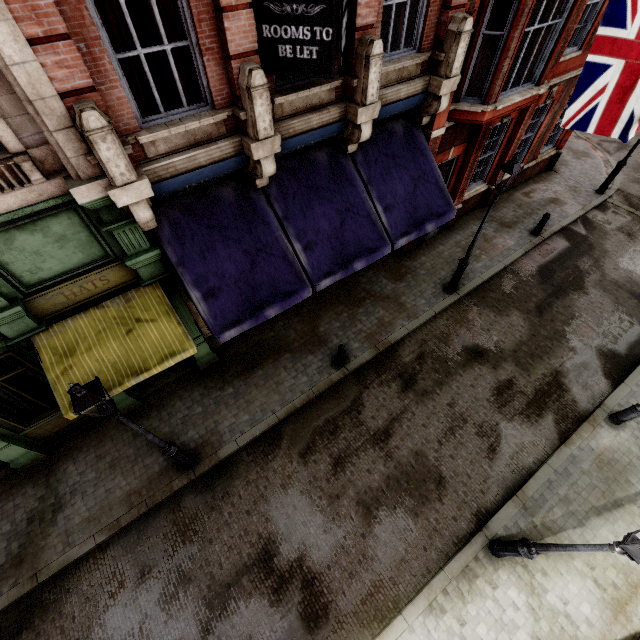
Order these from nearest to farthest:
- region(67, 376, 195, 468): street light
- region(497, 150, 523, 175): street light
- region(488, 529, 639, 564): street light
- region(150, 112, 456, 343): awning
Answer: region(488, 529, 639, 564): street light < region(67, 376, 195, 468): street light < region(150, 112, 456, 343): awning < region(497, 150, 523, 175): street light

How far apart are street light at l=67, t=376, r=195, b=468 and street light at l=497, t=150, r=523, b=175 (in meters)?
9.57

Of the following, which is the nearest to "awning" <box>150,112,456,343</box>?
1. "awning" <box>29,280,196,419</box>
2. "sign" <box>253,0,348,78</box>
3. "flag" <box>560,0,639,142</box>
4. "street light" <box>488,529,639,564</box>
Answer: "awning" <box>29,280,196,419</box>

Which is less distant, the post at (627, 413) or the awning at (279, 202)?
the awning at (279, 202)

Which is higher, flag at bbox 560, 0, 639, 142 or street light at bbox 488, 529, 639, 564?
flag at bbox 560, 0, 639, 142

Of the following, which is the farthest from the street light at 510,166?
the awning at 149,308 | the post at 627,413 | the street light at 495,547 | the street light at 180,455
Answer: the street light at 180,455

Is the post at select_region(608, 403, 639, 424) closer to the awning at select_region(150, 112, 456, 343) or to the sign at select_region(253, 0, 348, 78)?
the awning at select_region(150, 112, 456, 343)

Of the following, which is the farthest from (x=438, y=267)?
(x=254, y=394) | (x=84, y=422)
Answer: (x=84, y=422)
